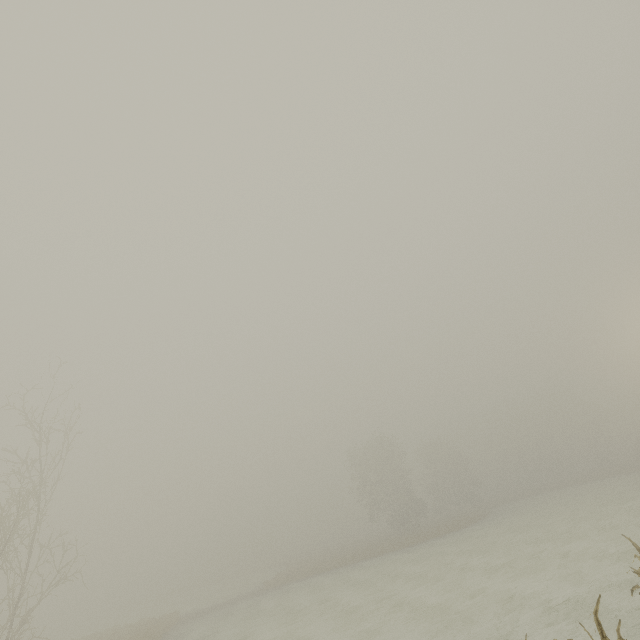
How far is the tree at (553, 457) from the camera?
58.5 meters

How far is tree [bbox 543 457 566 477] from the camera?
58.47m

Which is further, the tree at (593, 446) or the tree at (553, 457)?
the tree at (553, 457)

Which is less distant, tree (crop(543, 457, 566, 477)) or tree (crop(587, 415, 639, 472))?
tree (crop(587, 415, 639, 472))

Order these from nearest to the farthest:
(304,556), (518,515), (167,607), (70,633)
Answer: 1. (518,515)
2. (167,607)
3. (304,556)
4. (70,633)
